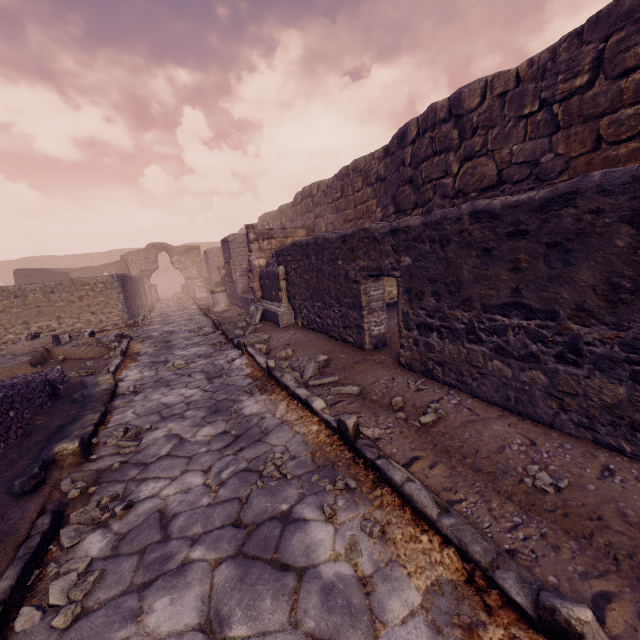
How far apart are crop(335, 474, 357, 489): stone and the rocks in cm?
178

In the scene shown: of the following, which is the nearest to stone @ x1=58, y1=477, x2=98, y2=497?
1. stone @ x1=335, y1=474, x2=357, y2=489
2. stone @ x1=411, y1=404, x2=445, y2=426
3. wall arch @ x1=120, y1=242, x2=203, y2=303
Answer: stone @ x1=335, y1=474, x2=357, y2=489

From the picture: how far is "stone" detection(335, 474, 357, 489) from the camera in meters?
2.3

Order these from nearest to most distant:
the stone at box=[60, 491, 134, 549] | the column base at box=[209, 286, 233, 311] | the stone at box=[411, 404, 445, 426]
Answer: the stone at box=[60, 491, 134, 549]
the stone at box=[411, 404, 445, 426]
the column base at box=[209, 286, 233, 311]

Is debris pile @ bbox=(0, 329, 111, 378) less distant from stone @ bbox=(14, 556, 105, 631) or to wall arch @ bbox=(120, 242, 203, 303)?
stone @ bbox=(14, 556, 105, 631)

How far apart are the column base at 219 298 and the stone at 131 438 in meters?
9.4

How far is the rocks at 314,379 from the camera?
4.29m

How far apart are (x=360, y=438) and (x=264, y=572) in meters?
1.2 m
